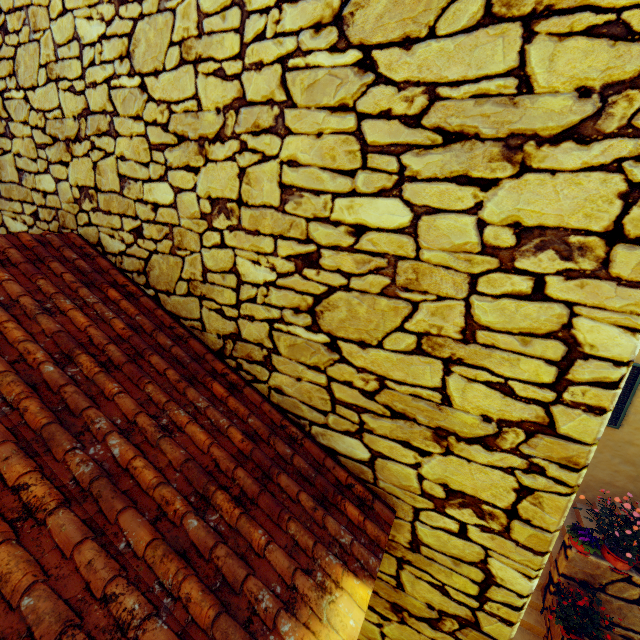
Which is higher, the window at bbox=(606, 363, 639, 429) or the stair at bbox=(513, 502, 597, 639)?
the window at bbox=(606, 363, 639, 429)

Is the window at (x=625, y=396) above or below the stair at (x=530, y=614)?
above

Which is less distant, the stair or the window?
the stair

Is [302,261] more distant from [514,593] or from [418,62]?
[514,593]

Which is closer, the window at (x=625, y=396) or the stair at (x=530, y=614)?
the stair at (x=530, y=614)
